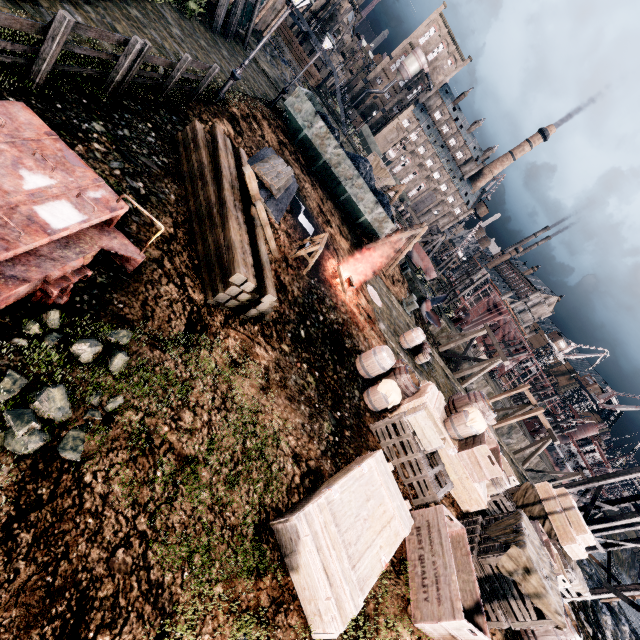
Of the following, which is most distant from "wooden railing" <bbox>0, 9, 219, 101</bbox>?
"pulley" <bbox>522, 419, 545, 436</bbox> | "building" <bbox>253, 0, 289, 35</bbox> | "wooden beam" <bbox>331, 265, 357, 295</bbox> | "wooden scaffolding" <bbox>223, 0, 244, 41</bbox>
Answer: "pulley" <bbox>522, 419, 545, 436</bbox>

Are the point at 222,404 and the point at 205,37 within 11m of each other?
no

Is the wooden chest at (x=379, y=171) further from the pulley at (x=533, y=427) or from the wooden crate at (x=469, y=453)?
the pulley at (x=533, y=427)

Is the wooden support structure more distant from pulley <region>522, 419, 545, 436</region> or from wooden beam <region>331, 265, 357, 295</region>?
pulley <region>522, 419, 545, 436</region>

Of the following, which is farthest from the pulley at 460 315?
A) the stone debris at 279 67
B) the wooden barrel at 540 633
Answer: the wooden barrel at 540 633

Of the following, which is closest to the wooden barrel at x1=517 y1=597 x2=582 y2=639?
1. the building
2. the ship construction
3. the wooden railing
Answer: the wooden railing

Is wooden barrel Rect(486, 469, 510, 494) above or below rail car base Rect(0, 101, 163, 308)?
above

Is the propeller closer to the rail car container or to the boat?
the boat
